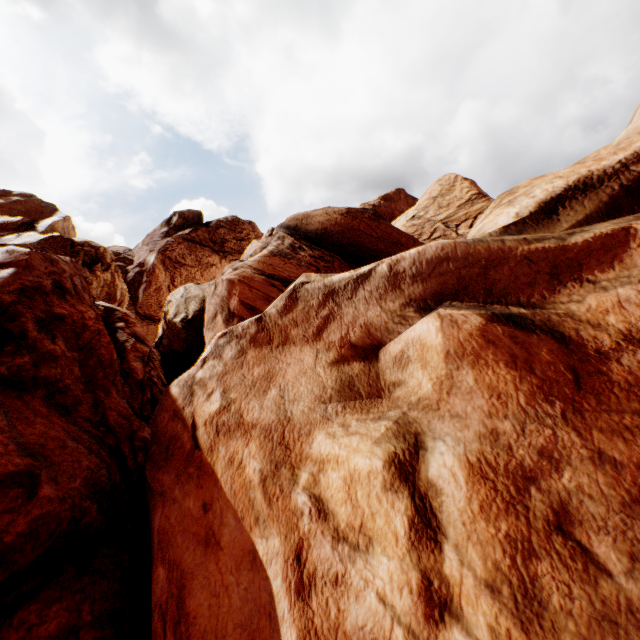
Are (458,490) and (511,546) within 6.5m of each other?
yes
